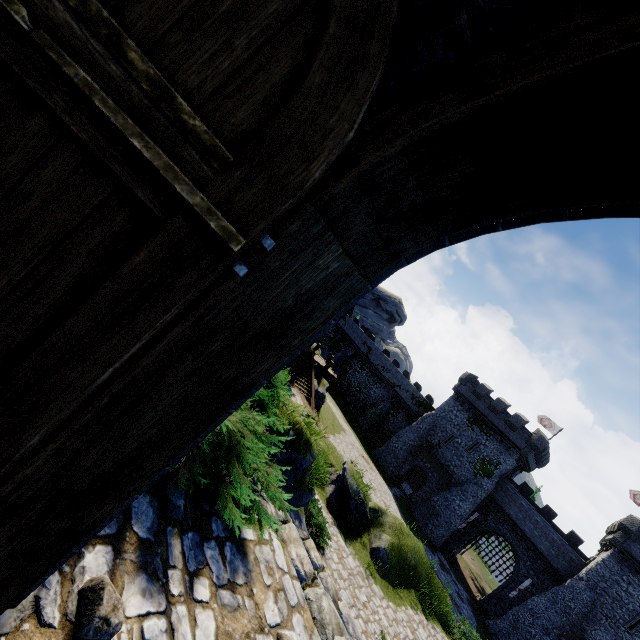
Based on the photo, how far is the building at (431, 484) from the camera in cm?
3869

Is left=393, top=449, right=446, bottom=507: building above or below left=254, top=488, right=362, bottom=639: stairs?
below

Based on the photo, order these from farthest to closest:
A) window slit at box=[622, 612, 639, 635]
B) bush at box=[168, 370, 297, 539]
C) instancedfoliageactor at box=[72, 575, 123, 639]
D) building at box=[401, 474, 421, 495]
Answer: building at box=[401, 474, 421, 495] < window slit at box=[622, 612, 639, 635] < bush at box=[168, 370, 297, 539] < instancedfoliageactor at box=[72, 575, 123, 639]

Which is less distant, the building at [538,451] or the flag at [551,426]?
the building at [538,451]

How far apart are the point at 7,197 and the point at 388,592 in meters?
17.4

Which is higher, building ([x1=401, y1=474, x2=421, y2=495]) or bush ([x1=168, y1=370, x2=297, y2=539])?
bush ([x1=168, y1=370, x2=297, y2=539])

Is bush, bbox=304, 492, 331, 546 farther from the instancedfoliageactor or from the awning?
the awning

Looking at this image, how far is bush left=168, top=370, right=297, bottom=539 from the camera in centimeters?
260cm
